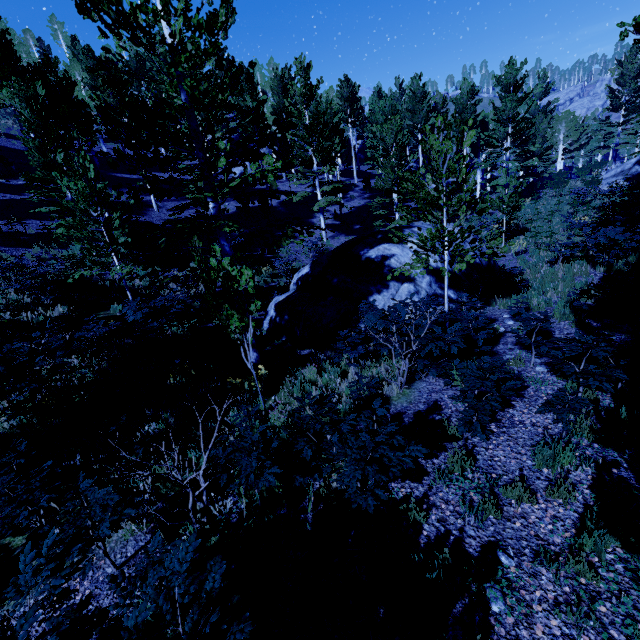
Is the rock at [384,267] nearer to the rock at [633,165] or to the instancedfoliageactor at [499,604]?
the instancedfoliageactor at [499,604]

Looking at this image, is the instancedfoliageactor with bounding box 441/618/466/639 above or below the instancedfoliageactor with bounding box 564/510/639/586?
below

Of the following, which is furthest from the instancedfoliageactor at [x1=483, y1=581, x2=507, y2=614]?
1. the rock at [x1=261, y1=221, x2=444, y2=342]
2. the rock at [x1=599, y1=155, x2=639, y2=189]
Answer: Answer: the rock at [x1=261, y1=221, x2=444, y2=342]

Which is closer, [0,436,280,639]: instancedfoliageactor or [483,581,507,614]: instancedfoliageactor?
[0,436,280,639]: instancedfoliageactor

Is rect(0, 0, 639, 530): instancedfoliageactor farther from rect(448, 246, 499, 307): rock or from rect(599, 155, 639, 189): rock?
rect(448, 246, 499, 307): rock

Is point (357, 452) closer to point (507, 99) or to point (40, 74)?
point (40, 74)

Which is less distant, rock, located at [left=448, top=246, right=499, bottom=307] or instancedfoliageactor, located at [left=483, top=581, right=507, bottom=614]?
instancedfoliageactor, located at [left=483, top=581, right=507, bottom=614]
